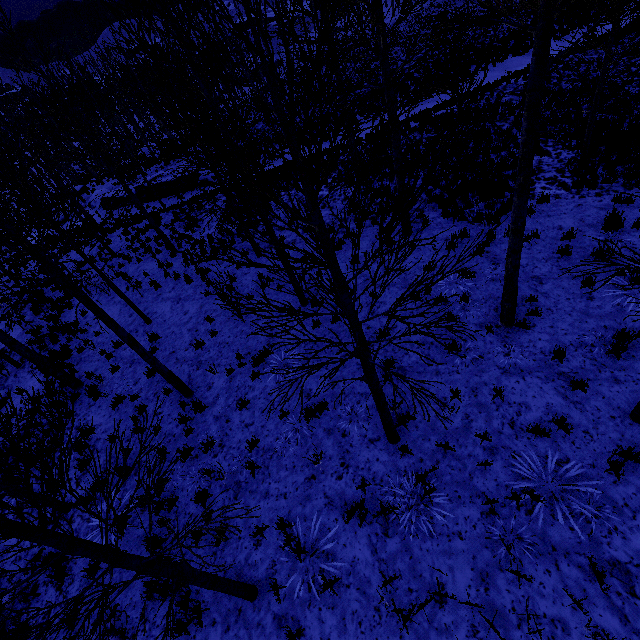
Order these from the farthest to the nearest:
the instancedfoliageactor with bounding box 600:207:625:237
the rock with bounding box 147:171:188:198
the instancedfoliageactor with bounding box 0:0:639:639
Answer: the rock with bounding box 147:171:188:198, the instancedfoliageactor with bounding box 600:207:625:237, the instancedfoliageactor with bounding box 0:0:639:639

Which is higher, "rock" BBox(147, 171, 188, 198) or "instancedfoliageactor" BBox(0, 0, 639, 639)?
"instancedfoliageactor" BBox(0, 0, 639, 639)

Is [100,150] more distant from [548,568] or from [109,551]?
[548,568]

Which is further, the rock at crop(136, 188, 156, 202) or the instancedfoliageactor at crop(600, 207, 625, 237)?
the rock at crop(136, 188, 156, 202)

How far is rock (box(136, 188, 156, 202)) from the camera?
24.64m

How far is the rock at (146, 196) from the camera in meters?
24.6

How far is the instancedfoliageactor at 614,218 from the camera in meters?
8.2
